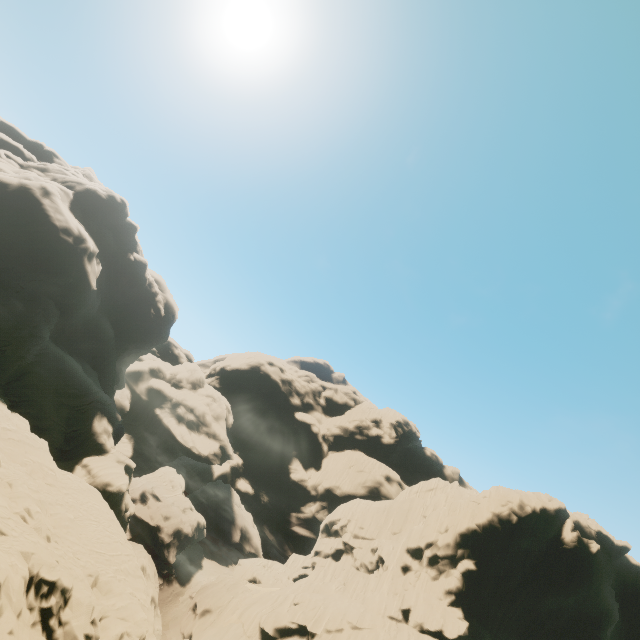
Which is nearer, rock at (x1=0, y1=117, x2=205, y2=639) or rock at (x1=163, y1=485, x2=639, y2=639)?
rock at (x1=0, y1=117, x2=205, y2=639)

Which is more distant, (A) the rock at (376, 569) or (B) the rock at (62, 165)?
(A) the rock at (376, 569)

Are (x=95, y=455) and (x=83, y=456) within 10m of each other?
yes
